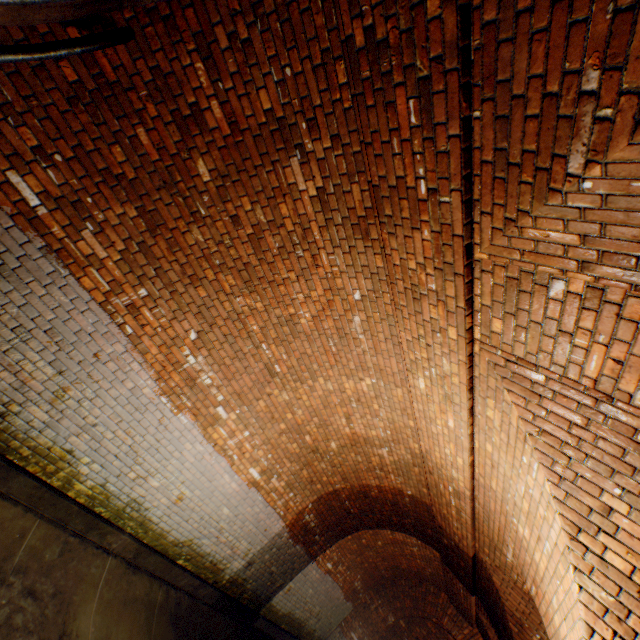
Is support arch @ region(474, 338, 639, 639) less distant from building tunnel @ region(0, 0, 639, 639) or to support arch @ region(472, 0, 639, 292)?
building tunnel @ region(0, 0, 639, 639)

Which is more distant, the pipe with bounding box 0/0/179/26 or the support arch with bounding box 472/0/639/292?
the pipe with bounding box 0/0/179/26

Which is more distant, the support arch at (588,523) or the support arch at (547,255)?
the support arch at (588,523)

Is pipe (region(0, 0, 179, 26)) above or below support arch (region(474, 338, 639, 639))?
below

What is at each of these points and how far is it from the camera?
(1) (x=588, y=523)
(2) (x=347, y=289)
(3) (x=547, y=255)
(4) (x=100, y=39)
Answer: (1) support arch, 2.34m
(2) building tunnel, 3.72m
(3) support arch, 1.89m
(4) pipe railing, 2.46m

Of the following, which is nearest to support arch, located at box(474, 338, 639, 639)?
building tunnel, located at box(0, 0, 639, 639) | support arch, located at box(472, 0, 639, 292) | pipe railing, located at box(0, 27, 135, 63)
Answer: building tunnel, located at box(0, 0, 639, 639)

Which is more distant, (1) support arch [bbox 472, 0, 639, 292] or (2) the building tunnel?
(2) the building tunnel

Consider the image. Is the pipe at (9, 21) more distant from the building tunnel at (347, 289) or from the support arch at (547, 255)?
the support arch at (547, 255)
